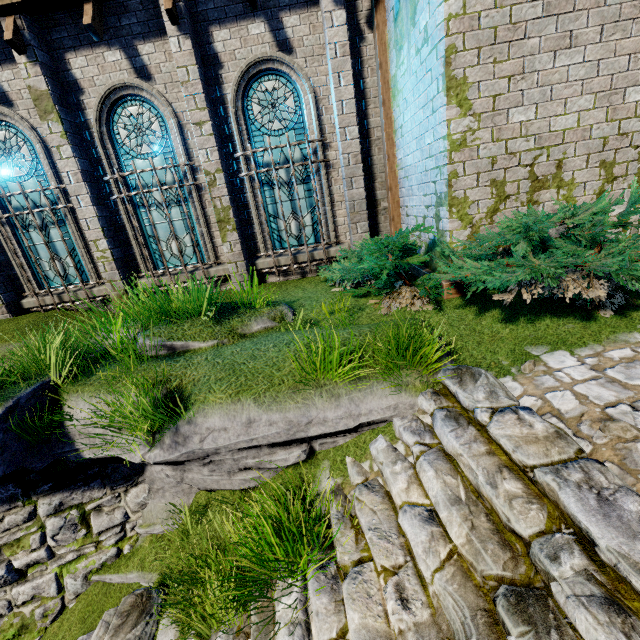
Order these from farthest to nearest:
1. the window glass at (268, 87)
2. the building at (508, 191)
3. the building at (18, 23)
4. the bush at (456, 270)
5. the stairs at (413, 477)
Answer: the window glass at (268, 87) → the building at (18, 23) → the building at (508, 191) → the bush at (456, 270) → the stairs at (413, 477)

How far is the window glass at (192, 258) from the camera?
7.54m

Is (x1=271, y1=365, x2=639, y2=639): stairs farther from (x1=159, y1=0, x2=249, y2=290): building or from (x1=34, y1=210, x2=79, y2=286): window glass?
(x1=34, y1=210, x2=79, y2=286): window glass

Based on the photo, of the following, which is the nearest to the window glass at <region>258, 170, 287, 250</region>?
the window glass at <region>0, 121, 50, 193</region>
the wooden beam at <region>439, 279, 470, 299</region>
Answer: the wooden beam at <region>439, 279, 470, 299</region>

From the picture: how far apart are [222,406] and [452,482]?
2.48m

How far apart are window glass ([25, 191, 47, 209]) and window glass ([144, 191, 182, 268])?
1.5m
